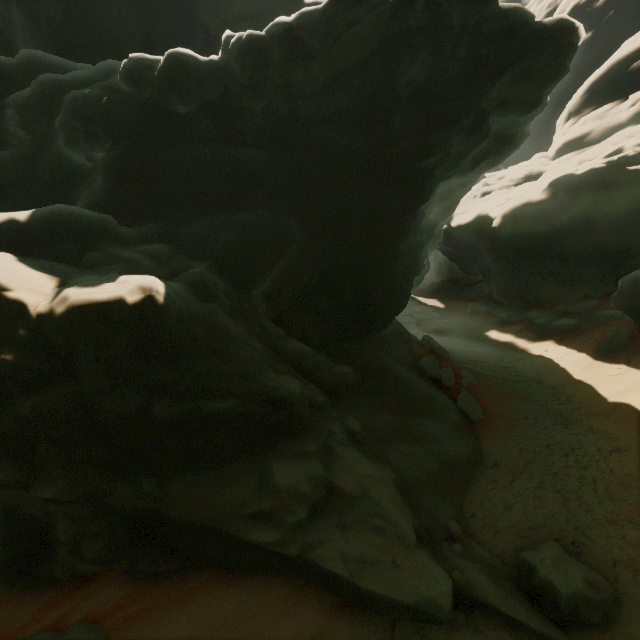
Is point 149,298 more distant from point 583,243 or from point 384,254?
point 583,243

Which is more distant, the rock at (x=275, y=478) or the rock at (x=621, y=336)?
the rock at (x=621, y=336)

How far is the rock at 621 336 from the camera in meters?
16.9 m

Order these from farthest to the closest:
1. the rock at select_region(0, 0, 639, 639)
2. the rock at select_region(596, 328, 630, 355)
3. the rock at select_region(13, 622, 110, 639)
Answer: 1. the rock at select_region(596, 328, 630, 355)
2. the rock at select_region(13, 622, 110, 639)
3. the rock at select_region(0, 0, 639, 639)

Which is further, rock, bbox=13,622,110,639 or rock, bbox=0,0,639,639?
rock, bbox=13,622,110,639

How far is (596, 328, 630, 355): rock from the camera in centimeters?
1686cm
